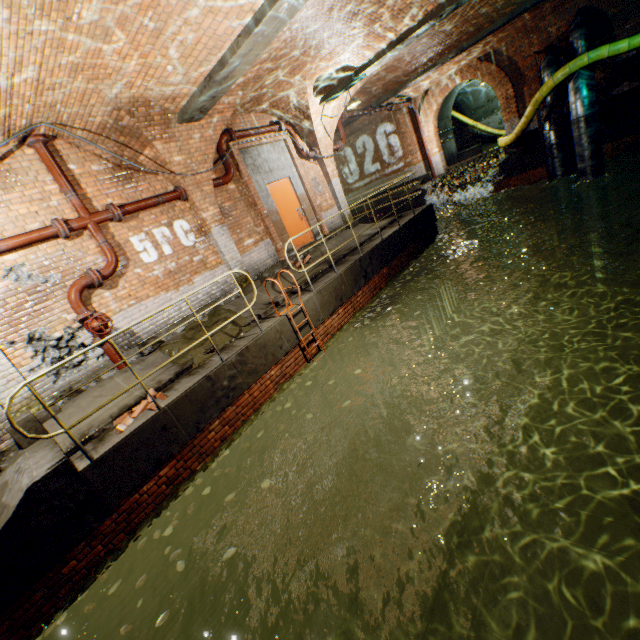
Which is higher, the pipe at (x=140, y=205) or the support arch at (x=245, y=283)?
the pipe at (x=140, y=205)

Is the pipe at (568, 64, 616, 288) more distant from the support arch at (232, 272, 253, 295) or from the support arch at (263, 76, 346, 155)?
the support arch at (232, 272, 253, 295)

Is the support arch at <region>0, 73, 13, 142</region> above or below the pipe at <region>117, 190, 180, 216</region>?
above

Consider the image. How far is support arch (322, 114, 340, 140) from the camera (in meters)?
10.50

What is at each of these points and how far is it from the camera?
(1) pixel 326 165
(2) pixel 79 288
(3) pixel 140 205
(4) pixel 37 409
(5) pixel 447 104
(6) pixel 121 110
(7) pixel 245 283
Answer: (1) support arch, 11.15m
(2) pipe, 5.95m
(3) pipe, 6.82m
(4) support arch, 5.43m
(5) building tunnel, 19.56m
(6) support arch, 5.60m
(7) support arch, 8.54m

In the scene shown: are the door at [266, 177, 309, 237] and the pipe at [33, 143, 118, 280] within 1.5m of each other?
no

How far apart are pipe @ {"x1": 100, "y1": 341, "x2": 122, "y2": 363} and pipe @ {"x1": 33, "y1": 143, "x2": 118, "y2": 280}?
1.14m

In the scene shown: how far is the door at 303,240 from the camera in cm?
1011
